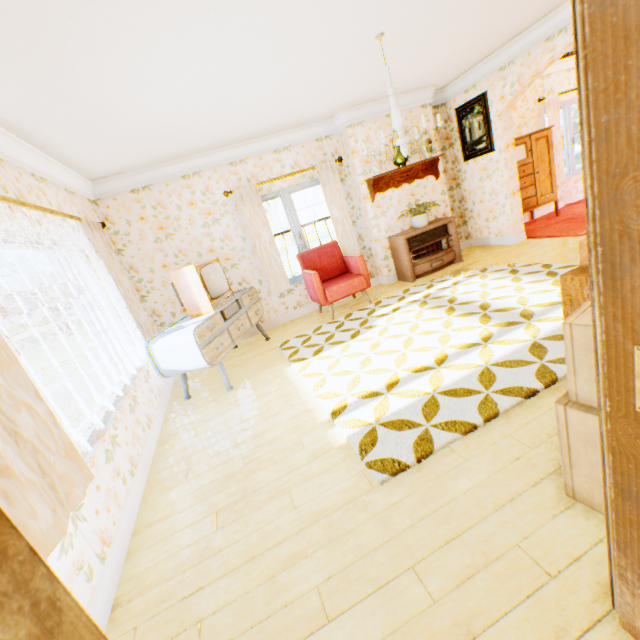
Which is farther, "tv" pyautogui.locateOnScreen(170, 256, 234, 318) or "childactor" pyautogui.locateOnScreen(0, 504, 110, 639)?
"tv" pyautogui.locateOnScreen(170, 256, 234, 318)

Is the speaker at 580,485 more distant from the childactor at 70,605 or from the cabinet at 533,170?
the cabinet at 533,170

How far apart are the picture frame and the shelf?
0.8 meters

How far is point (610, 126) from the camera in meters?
0.6

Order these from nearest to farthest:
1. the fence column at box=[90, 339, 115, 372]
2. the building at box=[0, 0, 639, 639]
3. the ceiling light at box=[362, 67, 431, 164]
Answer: the building at box=[0, 0, 639, 639] → the ceiling light at box=[362, 67, 431, 164] → the fence column at box=[90, 339, 115, 372]

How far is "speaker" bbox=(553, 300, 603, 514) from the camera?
1.3 meters

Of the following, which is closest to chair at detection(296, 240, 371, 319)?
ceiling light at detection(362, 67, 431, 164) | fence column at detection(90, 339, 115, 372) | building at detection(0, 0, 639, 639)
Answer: building at detection(0, 0, 639, 639)

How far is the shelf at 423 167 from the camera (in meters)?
5.84
